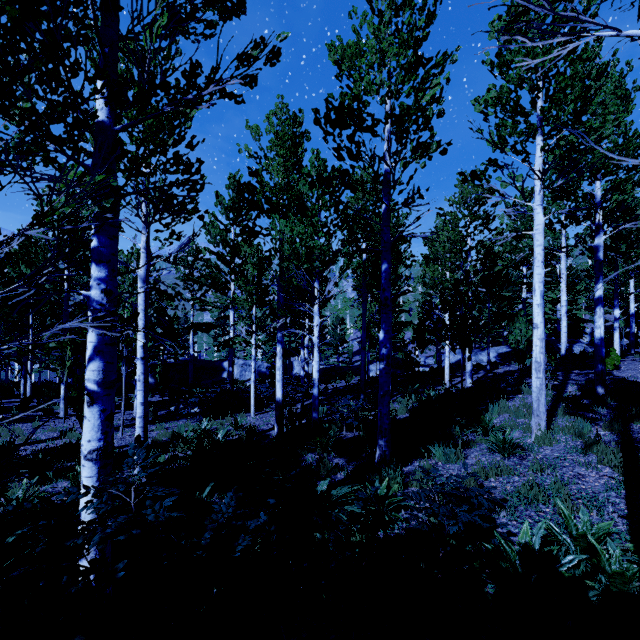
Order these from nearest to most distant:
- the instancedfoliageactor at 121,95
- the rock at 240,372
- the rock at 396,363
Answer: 1. the instancedfoliageactor at 121,95
2. the rock at 396,363
3. the rock at 240,372

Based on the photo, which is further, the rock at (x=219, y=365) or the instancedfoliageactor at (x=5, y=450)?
the rock at (x=219, y=365)

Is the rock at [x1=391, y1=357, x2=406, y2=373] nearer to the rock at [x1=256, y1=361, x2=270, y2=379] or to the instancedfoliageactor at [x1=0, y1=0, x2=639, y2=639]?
the instancedfoliageactor at [x1=0, y1=0, x2=639, y2=639]

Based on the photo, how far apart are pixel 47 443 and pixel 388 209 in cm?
1156

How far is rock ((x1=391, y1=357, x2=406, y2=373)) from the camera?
23.6 meters

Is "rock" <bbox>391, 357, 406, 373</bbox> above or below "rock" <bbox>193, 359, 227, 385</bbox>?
above

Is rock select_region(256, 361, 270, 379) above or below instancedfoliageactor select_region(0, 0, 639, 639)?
below
